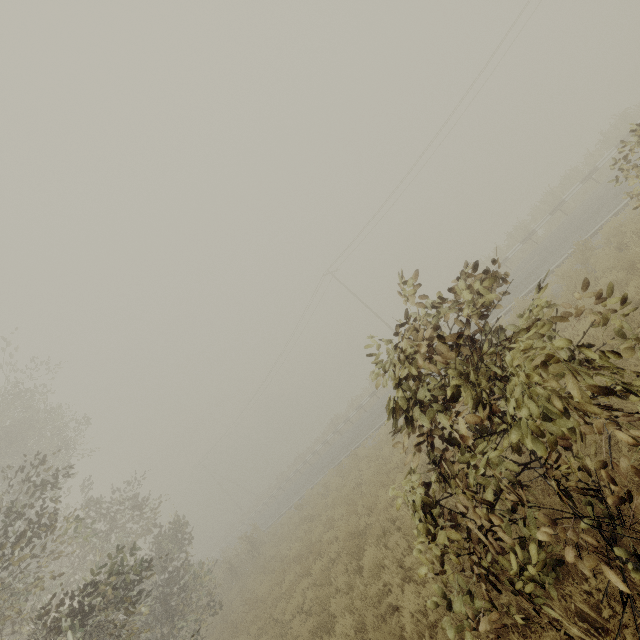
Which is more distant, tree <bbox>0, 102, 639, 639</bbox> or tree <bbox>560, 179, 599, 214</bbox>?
tree <bbox>560, 179, 599, 214</bbox>

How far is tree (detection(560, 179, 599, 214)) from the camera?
18.52m

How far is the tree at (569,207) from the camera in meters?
18.5 m

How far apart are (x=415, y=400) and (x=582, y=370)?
1.71m

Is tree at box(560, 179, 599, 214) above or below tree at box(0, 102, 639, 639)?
below

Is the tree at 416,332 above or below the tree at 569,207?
above
